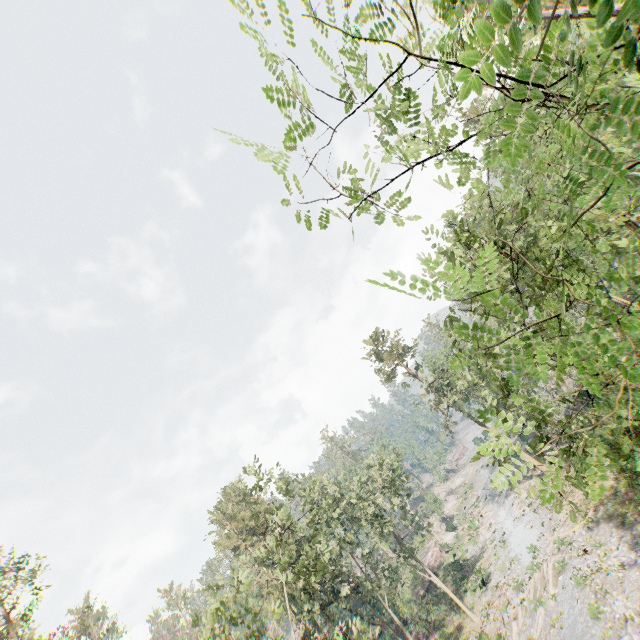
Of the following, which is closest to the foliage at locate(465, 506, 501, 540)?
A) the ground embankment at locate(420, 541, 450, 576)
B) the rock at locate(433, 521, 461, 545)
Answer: the ground embankment at locate(420, 541, 450, 576)

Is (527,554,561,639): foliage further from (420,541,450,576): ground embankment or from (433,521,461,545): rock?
(433,521,461,545): rock

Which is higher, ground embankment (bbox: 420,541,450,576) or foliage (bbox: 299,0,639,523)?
foliage (bbox: 299,0,639,523)

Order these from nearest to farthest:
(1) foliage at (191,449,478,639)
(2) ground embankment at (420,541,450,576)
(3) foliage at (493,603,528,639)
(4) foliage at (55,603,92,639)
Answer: (1) foliage at (191,449,478,639) → (3) foliage at (493,603,528,639) → (4) foliage at (55,603,92,639) → (2) ground embankment at (420,541,450,576)

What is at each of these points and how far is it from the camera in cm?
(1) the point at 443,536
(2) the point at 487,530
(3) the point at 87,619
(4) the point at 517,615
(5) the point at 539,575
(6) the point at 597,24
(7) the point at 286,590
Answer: (1) rock, 5609
(2) foliage, 4428
(3) foliage, 3438
(4) foliage, 2588
(5) foliage, 2647
(6) foliage, 115
(7) foliage, 2386

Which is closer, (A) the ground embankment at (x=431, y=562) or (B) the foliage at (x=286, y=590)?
(B) the foliage at (x=286, y=590)

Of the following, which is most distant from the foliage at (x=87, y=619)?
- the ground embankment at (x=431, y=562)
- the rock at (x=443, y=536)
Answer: the rock at (x=443, y=536)
